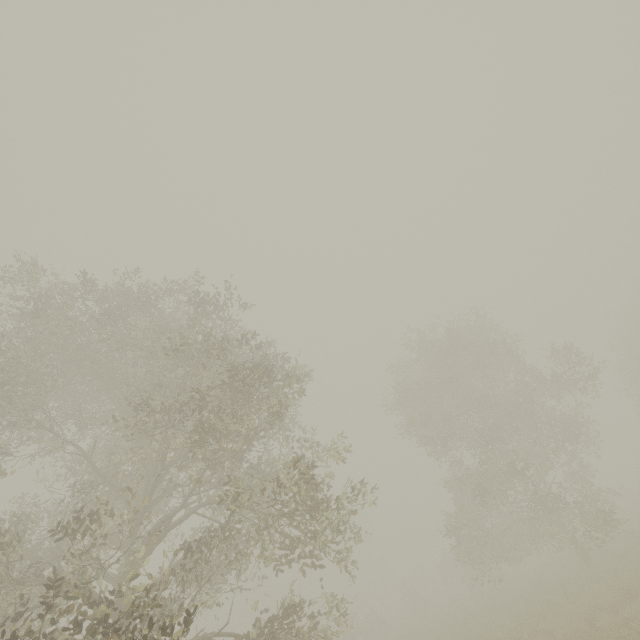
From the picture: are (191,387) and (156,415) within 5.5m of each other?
yes
